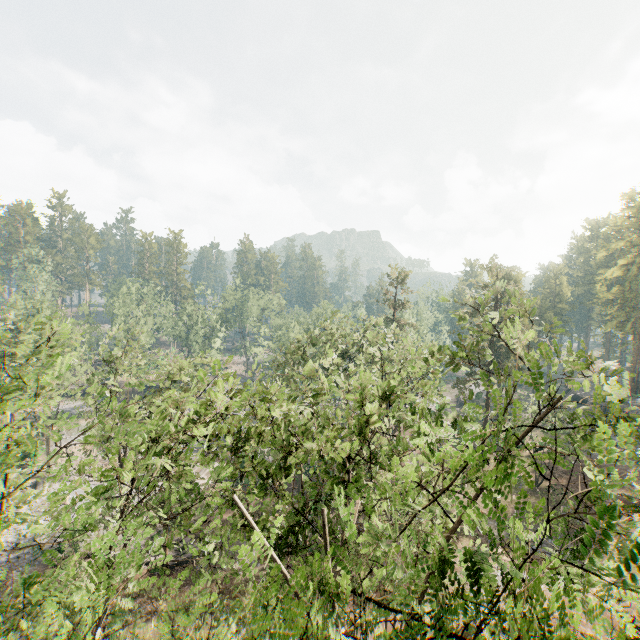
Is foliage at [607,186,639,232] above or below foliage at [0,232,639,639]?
above

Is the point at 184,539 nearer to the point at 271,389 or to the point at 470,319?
the point at 271,389

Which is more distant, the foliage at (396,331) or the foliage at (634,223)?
the foliage at (634,223)

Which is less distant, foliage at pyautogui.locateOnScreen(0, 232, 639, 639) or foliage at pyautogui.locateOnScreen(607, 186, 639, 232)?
foliage at pyautogui.locateOnScreen(0, 232, 639, 639)

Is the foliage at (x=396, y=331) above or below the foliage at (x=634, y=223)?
below
